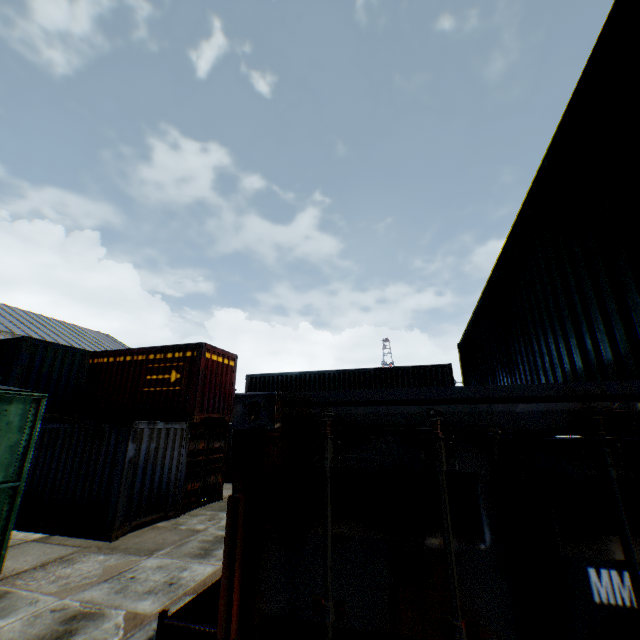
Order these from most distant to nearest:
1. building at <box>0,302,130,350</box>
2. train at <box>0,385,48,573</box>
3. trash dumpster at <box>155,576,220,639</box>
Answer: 1. building at <box>0,302,130,350</box>
2. train at <box>0,385,48,573</box>
3. trash dumpster at <box>155,576,220,639</box>

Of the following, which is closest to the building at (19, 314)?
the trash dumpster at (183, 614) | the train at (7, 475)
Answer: the train at (7, 475)

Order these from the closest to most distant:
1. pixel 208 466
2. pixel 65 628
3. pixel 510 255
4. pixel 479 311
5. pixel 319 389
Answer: pixel 65 628
pixel 510 255
pixel 479 311
pixel 208 466
pixel 319 389

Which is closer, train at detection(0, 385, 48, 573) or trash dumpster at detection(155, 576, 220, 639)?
trash dumpster at detection(155, 576, 220, 639)

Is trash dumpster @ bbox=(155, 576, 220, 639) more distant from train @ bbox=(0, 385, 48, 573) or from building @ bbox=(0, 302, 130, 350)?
building @ bbox=(0, 302, 130, 350)

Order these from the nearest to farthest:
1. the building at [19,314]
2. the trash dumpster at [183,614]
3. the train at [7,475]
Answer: the trash dumpster at [183,614], the train at [7,475], the building at [19,314]
